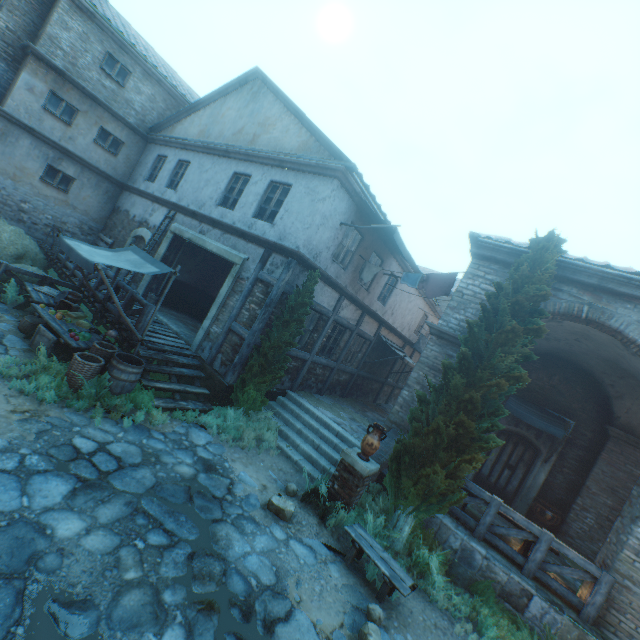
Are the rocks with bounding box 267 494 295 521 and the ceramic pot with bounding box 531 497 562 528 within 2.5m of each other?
no

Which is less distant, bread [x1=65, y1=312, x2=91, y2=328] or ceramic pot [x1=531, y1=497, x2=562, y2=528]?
bread [x1=65, y1=312, x2=91, y2=328]

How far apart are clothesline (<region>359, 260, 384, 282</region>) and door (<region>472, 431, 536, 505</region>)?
6.2 meters

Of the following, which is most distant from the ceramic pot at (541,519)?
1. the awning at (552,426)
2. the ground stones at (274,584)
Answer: the ground stones at (274,584)

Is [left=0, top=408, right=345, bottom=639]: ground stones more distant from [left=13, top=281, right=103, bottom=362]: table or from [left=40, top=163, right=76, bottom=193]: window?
[left=40, top=163, right=76, bottom=193]: window

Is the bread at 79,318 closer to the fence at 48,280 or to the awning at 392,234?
the fence at 48,280

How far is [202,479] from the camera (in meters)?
5.91

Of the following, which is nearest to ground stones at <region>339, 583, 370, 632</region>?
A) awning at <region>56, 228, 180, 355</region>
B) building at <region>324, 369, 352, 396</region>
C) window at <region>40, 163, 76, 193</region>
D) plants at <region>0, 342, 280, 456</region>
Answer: plants at <region>0, 342, 280, 456</region>
